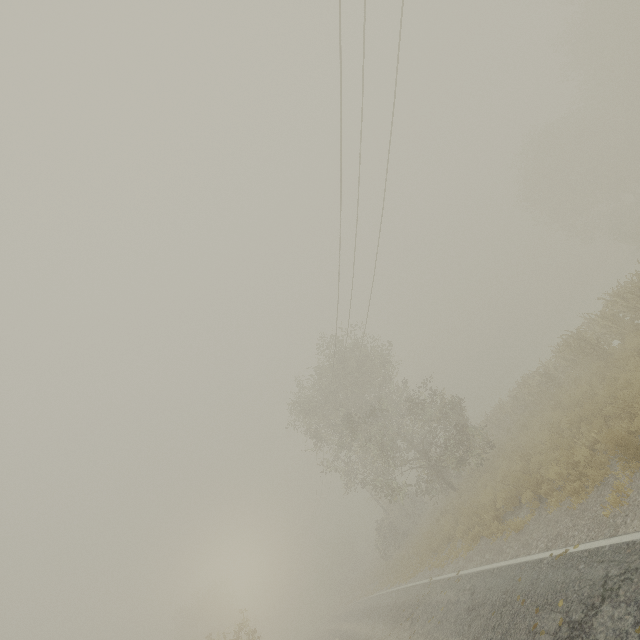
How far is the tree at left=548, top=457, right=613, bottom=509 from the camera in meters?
7.5 m

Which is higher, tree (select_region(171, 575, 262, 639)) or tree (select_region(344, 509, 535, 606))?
tree (select_region(171, 575, 262, 639))

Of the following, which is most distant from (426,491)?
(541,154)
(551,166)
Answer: (551,166)

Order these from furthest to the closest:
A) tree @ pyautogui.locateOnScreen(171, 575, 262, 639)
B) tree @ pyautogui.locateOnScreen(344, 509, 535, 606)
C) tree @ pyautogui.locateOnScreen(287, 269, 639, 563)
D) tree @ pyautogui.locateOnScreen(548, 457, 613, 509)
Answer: tree @ pyautogui.locateOnScreen(171, 575, 262, 639) < tree @ pyautogui.locateOnScreen(287, 269, 639, 563) < tree @ pyautogui.locateOnScreen(344, 509, 535, 606) < tree @ pyautogui.locateOnScreen(548, 457, 613, 509)

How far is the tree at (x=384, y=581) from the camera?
10.30m
